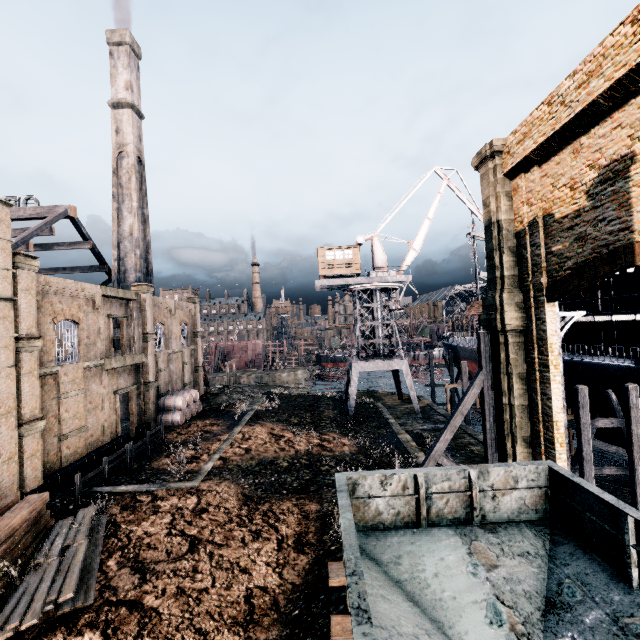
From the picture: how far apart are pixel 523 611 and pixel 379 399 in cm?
3687

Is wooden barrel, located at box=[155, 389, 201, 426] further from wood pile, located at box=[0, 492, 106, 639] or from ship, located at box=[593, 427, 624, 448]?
ship, located at box=[593, 427, 624, 448]

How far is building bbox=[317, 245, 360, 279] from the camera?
34.97m

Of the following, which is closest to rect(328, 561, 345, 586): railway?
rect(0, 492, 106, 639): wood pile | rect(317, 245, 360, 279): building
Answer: rect(0, 492, 106, 639): wood pile

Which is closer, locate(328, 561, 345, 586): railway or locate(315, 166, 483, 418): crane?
locate(328, 561, 345, 586): railway

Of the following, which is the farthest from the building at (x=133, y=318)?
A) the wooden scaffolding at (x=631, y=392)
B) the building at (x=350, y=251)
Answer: the wooden scaffolding at (x=631, y=392)

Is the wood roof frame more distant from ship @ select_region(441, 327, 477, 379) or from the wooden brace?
ship @ select_region(441, 327, 477, 379)

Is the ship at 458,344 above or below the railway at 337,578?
above
